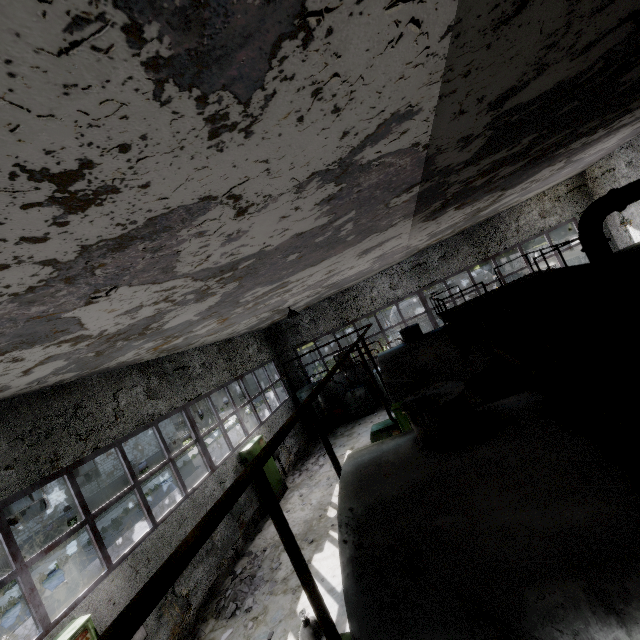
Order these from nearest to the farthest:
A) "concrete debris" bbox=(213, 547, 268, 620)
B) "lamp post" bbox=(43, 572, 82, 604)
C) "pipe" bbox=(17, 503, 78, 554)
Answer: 1. "concrete debris" bbox=(213, 547, 268, 620)
2. "lamp post" bbox=(43, 572, 82, 604)
3. "pipe" bbox=(17, 503, 78, 554)

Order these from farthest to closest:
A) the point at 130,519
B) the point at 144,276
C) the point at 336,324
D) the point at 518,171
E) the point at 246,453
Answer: the point at 130,519
the point at 336,324
the point at 246,453
the point at 518,171
the point at 144,276

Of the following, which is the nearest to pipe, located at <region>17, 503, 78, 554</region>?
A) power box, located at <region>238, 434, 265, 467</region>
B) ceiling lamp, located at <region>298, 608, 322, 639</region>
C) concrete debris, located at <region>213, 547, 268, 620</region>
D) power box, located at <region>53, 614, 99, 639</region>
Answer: power box, located at <region>53, 614, 99, 639</region>

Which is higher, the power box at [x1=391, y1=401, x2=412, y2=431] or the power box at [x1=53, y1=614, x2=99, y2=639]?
the power box at [x1=53, y1=614, x2=99, y2=639]

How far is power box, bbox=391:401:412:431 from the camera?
9.1 meters

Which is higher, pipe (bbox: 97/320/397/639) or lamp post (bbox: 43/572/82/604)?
pipe (bbox: 97/320/397/639)

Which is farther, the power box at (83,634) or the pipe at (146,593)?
the power box at (83,634)

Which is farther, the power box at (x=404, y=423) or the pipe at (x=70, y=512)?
the pipe at (x=70, y=512)
